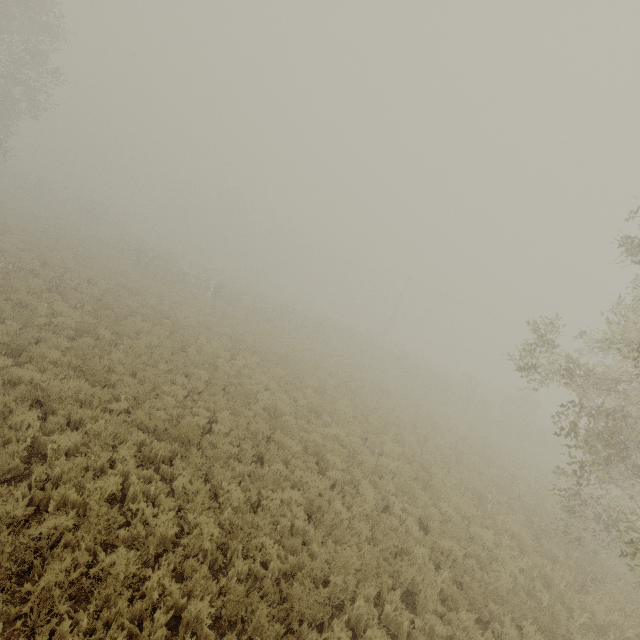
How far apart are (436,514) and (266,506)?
5.1 meters
